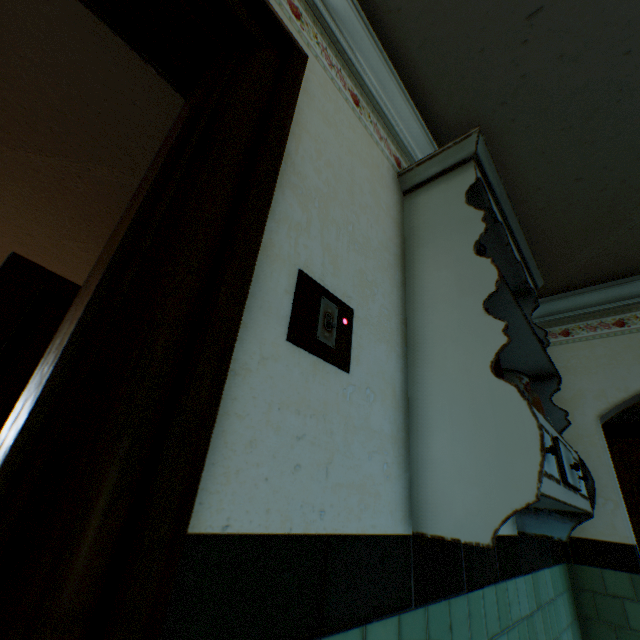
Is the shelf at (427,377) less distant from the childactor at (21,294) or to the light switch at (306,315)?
the light switch at (306,315)

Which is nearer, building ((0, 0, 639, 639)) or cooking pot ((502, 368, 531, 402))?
building ((0, 0, 639, 639))

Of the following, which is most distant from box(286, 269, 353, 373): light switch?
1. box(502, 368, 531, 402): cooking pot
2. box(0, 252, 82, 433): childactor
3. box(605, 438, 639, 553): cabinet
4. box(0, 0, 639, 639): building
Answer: box(605, 438, 639, 553): cabinet

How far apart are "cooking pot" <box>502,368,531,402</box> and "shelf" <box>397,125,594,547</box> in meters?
0.0

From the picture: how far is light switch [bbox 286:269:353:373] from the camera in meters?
0.8 m

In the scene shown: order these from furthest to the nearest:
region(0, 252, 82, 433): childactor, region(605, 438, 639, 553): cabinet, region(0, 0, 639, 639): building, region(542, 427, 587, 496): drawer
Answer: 1. region(605, 438, 639, 553): cabinet
2. region(0, 252, 82, 433): childactor
3. region(542, 427, 587, 496): drawer
4. region(0, 0, 639, 639): building

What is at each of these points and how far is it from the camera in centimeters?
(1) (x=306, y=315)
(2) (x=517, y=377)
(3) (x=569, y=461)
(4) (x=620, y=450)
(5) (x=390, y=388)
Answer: (1) light switch, 84cm
(2) cooking pot, 118cm
(3) drawer, 130cm
(4) cabinet, 541cm
(5) building, 109cm

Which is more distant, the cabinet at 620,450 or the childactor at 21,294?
the cabinet at 620,450
